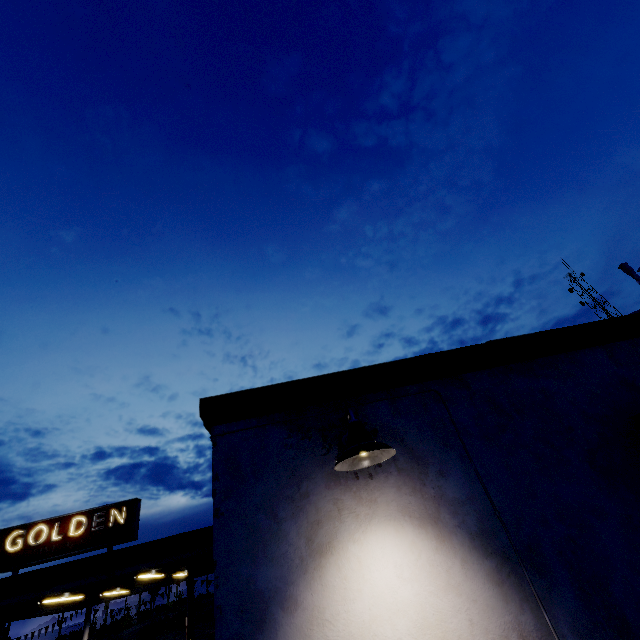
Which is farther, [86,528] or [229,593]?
[86,528]

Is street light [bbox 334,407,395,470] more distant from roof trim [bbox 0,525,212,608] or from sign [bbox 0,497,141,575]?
sign [bbox 0,497,141,575]

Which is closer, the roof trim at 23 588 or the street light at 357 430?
the street light at 357 430

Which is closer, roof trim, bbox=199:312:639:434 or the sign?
roof trim, bbox=199:312:639:434

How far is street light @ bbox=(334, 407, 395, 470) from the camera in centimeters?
217cm

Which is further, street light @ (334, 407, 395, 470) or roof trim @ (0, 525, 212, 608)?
roof trim @ (0, 525, 212, 608)

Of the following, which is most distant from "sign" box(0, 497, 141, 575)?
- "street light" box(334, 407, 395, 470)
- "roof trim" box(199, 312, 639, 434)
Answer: "street light" box(334, 407, 395, 470)

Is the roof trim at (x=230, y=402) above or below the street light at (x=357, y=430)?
above
